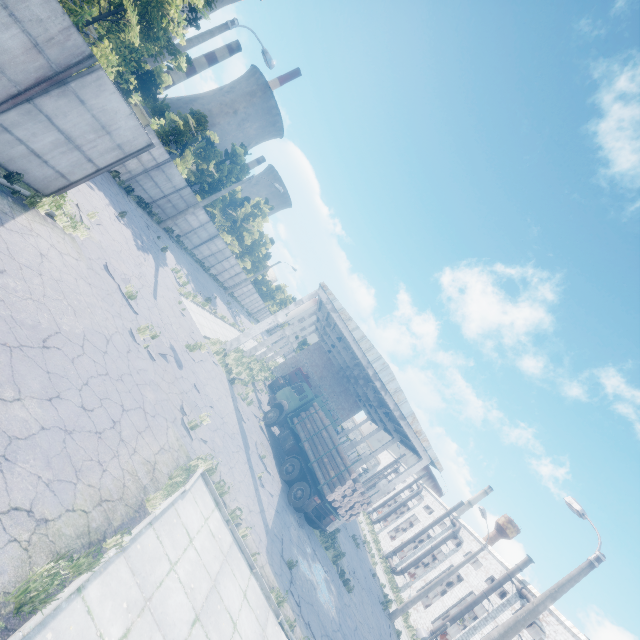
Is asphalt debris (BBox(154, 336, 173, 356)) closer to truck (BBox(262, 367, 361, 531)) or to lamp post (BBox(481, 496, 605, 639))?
truck (BBox(262, 367, 361, 531))

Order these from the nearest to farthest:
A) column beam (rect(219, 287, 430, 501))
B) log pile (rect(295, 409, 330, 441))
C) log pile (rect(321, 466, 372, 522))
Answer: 1. log pile (rect(321, 466, 372, 522))
2. log pile (rect(295, 409, 330, 441))
3. column beam (rect(219, 287, 430, 501))

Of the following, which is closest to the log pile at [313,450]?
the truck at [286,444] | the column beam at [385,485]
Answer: the truck at [286,444]

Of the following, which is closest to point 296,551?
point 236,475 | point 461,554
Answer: point 236,475

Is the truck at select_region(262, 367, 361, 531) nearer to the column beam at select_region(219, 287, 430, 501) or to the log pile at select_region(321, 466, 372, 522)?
the log pile at select_region(321, 466, 372, 522)

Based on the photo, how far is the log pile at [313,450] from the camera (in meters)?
17.27

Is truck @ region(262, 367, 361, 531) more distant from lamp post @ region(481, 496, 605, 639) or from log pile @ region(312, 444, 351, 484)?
lamp post @ region(481, 496, 605, 639)

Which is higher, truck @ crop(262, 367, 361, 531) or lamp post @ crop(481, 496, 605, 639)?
lamp post @ crop(481, 496, 605, 639)
